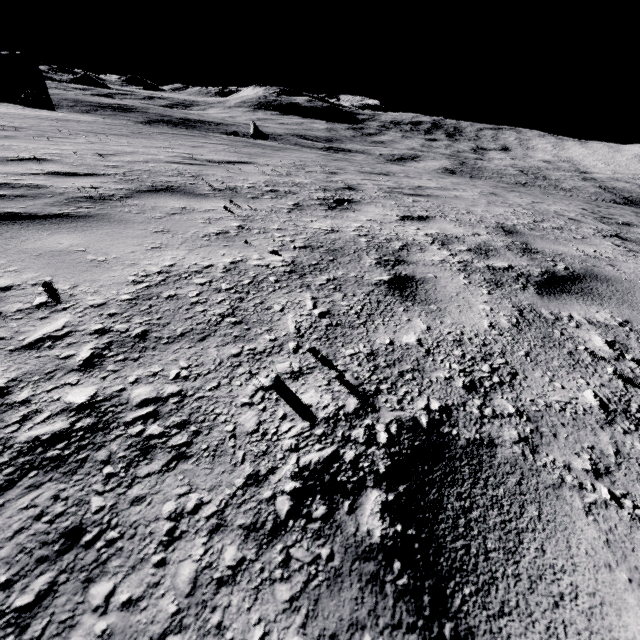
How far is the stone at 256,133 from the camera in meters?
42.5 m

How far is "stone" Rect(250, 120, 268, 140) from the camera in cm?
4253

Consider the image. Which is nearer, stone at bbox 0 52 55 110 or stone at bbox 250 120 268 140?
stone at bbox 0 52 55 110

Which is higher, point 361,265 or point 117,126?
point 361,265

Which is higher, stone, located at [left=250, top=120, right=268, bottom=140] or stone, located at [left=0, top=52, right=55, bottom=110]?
stone, located at [left=0, top=52, right=55, bottom=110]

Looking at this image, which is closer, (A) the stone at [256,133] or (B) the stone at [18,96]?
(B) the stone at [18,96]
